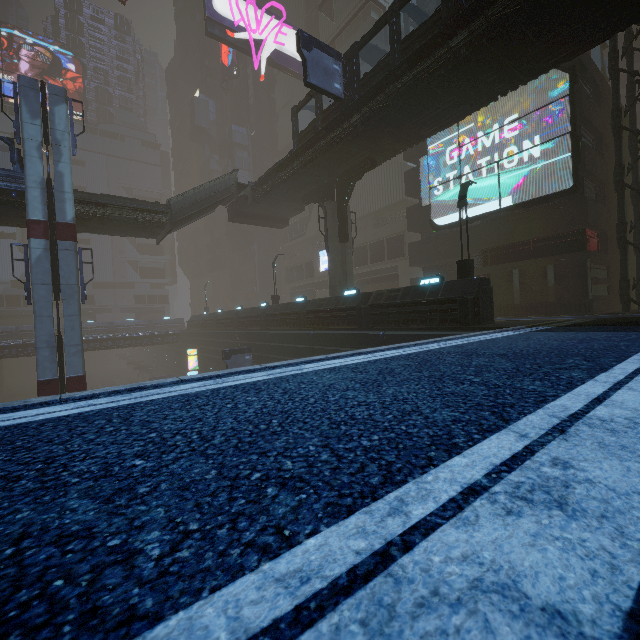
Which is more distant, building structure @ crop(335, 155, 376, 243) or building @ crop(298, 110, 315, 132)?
building @ crop(298, 110, 315, 132)

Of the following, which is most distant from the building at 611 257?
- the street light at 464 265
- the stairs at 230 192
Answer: the stairs at 230 192

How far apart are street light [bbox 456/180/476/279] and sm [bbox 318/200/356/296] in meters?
9.4

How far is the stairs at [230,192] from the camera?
24.0m

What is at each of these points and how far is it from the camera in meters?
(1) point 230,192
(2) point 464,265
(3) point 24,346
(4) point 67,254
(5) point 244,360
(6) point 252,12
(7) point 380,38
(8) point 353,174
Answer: (1) stairs, 26.6
(2) street light, 15.0
(3) building, 37.2
(4) sm, 18.8
(5) sign, 26.6
(6) sign, 39.6
(7) building, 36.5
(8) building structure, 21.9

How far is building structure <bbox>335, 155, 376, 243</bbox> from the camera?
21.0 meters

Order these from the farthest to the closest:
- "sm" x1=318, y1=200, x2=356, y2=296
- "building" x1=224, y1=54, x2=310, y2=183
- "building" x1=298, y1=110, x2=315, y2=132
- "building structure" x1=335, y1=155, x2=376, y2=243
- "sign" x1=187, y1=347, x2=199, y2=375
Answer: "building" x1=224, y1=54, x2=310, y2=183, "building" x1=298, y1=110, x2=315, y2=132, "sign" x1=187, y1=347, x2=199, y2=375, "sm" x1=318, y1=200, x2=356, y2=296, "building structure" x1=335, y1=155, x2=376, y2=243

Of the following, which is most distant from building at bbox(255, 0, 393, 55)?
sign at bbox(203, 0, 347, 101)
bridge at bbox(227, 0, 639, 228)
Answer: bridge at bbox(227, 0, 639, 228)
